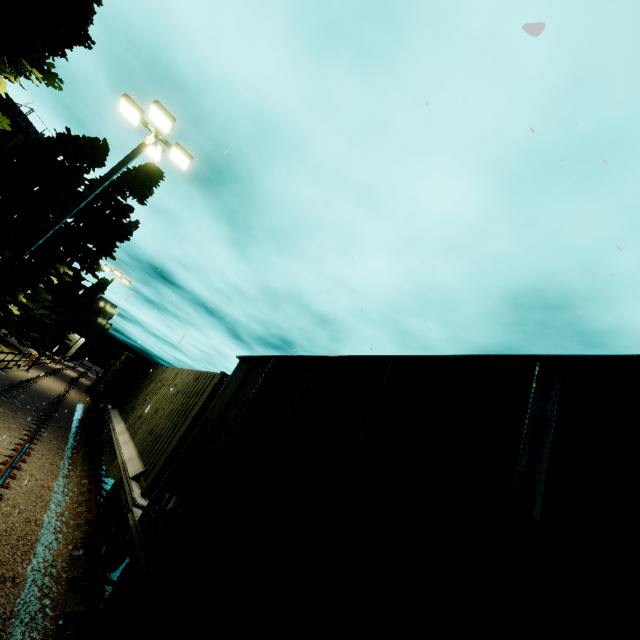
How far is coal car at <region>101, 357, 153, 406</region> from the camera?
17.31m

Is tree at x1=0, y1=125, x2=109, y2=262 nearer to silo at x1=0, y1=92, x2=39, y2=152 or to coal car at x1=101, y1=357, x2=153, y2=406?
silo at x1=0, y1=92, x2=39, y2=152

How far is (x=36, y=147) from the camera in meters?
15.1

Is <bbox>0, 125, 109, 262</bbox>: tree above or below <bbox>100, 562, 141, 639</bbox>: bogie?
above

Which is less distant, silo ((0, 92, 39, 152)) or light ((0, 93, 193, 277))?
light ((0, 93, 193, 277))

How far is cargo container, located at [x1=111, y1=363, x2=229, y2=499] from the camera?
6.6m

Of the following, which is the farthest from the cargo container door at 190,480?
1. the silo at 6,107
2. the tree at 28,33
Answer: the tree at 28,33

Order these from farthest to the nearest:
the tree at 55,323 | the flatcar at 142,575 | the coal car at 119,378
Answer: the tree at 55,323, the coal car at 119,378, the flatcar at 142,575
